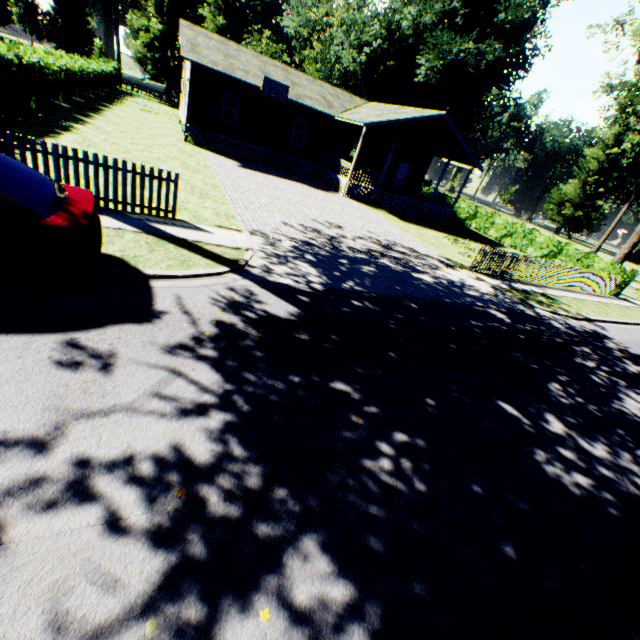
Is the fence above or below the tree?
below

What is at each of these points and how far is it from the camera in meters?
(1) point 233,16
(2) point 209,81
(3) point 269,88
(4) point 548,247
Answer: (1) plant, 45.2
(2) house, 20.1
(3) basketball hoop, 20.0
(4) hedge, 24.0

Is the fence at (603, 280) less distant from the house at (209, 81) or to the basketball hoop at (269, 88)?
the house at (209, 81)

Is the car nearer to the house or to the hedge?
the house

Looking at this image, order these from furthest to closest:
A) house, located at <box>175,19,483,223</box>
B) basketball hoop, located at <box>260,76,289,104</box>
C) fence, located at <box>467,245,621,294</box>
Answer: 1. house, located at <box>175,19,483,223</box>
2. basketball hoop, located at <box>260,76,289,104</box>
3. fence, located at <box>467,245,621,294</box>

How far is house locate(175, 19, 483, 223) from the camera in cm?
→ 2041

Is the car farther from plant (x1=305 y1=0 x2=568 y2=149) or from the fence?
the fence

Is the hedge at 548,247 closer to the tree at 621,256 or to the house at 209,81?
the tree at 621,256
